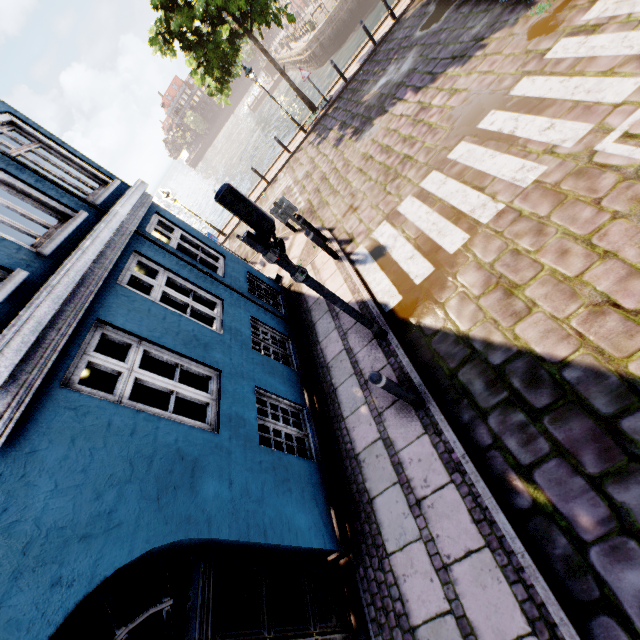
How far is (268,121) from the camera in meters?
43.3

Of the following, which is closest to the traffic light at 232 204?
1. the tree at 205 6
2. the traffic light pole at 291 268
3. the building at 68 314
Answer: the traffic light pole at 291 268

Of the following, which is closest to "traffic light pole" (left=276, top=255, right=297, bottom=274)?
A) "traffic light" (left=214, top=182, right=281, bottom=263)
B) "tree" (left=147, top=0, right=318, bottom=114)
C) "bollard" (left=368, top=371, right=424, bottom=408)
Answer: "traffic light" (left=214, top=182, right=281, bottom=263)

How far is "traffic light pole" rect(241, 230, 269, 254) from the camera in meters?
4.1

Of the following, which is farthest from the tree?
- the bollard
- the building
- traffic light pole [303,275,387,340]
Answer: the bollard

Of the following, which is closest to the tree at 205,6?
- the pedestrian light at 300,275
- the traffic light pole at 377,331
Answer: the pedestrian light at 300,275

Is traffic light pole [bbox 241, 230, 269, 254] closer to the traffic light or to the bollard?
the traffic light

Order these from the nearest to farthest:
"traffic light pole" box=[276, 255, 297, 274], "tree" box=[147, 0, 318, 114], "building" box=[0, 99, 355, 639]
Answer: "building" box=[0, 99, 355, 639], "traffic light pole" box=[276, 255, 297, 274], "tree" box=[147, 0, 318, 114]
